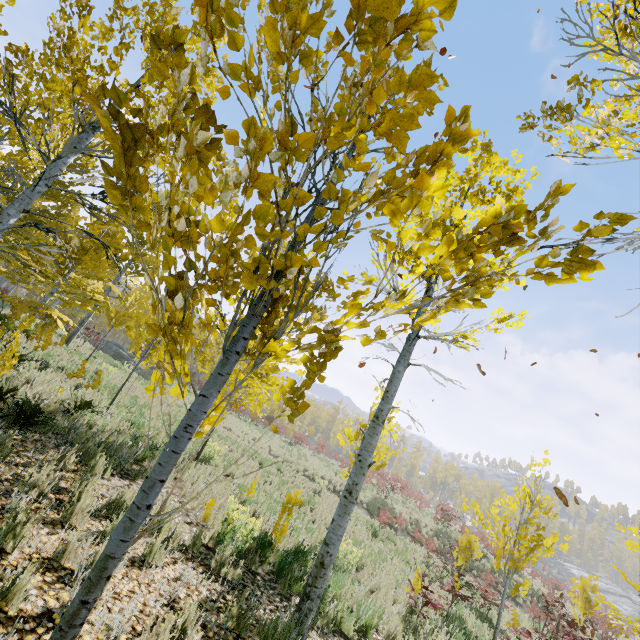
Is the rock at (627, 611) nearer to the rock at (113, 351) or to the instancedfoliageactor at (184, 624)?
the instancedfoliageactor at (184, 624)

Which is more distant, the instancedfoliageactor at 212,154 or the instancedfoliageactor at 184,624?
the instancedfoliageactor at 184,624

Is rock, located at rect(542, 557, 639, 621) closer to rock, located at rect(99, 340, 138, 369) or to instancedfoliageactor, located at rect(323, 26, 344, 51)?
instancedfoliageactor, located at rect(323, 26, 344, 51)

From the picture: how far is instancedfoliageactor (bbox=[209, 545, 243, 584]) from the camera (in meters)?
4.71

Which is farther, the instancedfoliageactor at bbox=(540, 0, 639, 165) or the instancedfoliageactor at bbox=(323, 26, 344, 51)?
the instancedfoliageactor at bbox=(540, 0, 639, 165)

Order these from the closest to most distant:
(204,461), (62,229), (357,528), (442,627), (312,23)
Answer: (312,23)
(442,627)
(204,461)
(62,229)
(357,528)

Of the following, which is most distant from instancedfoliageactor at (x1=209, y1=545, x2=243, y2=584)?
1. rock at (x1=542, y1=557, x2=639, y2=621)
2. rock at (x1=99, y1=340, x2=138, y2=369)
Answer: rock at (x1=542, y1=557, x2=639, y2=621)

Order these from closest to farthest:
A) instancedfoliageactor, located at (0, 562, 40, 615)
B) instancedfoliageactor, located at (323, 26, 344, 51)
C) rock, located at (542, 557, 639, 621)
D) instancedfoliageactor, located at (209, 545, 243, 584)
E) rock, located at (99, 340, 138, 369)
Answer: instancedfoliageactor, located at (323, 26, 344, 51)
instancedfoliageactor, located at (0, 562, 40, 615)
instancedfoliageactor, located at (209, 545, 243, 584)
rock, located at (99, 340, 138, 369)
rock, located at (542, 557, 639, 621)
